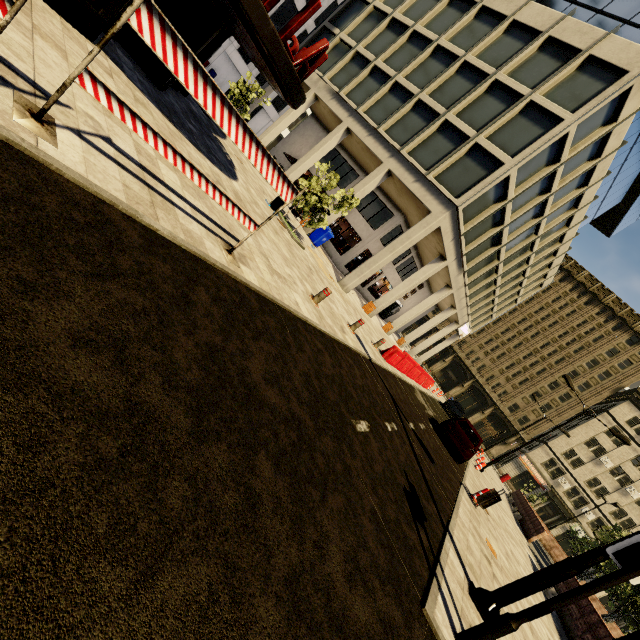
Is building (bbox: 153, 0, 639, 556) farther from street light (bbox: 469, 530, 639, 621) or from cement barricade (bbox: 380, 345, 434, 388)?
street light (bbox: 469, 530, 639, 621)

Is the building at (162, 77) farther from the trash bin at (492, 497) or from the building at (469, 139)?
the trash bin at (492, 497)

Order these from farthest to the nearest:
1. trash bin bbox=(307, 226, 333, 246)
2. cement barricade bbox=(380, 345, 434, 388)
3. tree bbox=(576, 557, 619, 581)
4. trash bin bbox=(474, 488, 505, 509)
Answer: trash bin bbox=(307, 226, 333, 246) → tree bbox=(576, 557, 619, 581) → cement barricade bbox=(380, 345, 434, 388) → trash bin bbox=(474, 488, 505, 509)

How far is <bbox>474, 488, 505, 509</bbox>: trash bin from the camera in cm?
1043

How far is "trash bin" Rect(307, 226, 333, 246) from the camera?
18.99m

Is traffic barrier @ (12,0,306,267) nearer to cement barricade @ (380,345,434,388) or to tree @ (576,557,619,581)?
cement barricade @ (380,345,434,388)

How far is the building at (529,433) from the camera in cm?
4738

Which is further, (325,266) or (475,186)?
(325,266)
